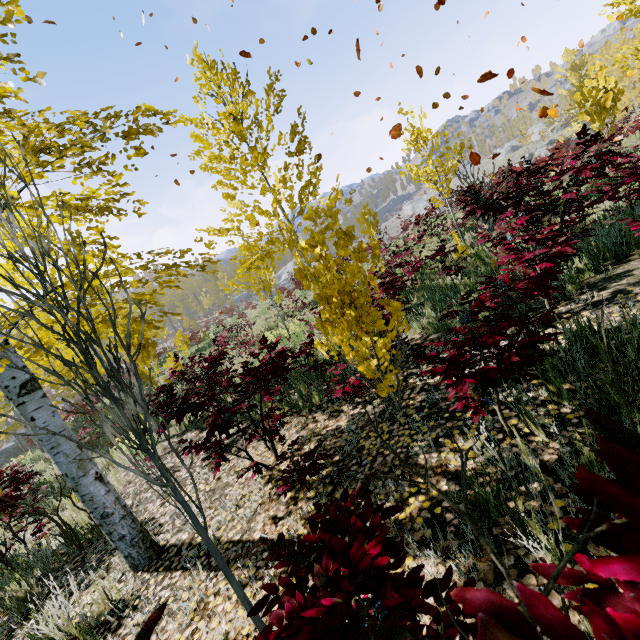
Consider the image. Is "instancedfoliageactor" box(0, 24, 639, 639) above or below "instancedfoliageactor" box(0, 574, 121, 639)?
above

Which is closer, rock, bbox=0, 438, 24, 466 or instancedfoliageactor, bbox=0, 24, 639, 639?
instancedfoliageactor, bbox=0, 24, 639, 639

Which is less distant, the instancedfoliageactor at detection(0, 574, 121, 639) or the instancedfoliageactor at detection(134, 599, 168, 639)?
the instancedfoliageactor at detection(134, 599, 168, 639)

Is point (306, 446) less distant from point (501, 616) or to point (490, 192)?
point (501, 616)

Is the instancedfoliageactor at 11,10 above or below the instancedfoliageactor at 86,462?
above

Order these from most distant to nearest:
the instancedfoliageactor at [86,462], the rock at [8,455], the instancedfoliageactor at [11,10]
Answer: the rock at [8,455], the instancedfoliageactor at [11,10], the instancedfoliageactor at [86,462]
